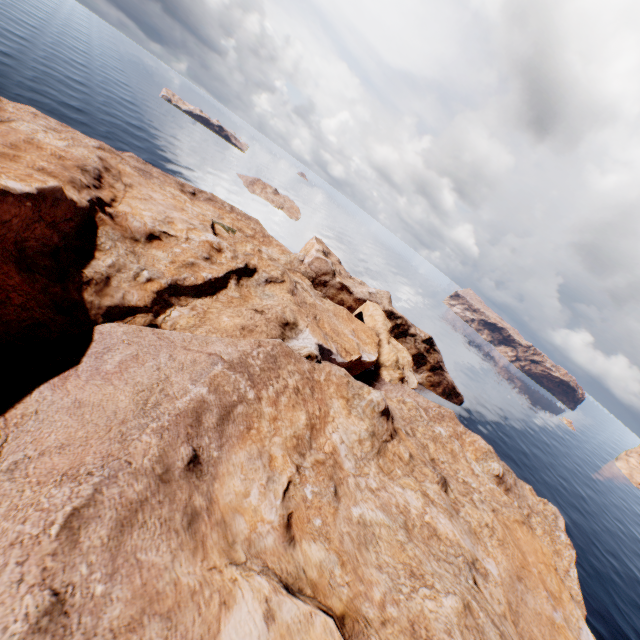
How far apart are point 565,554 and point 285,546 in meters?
45.5 m
